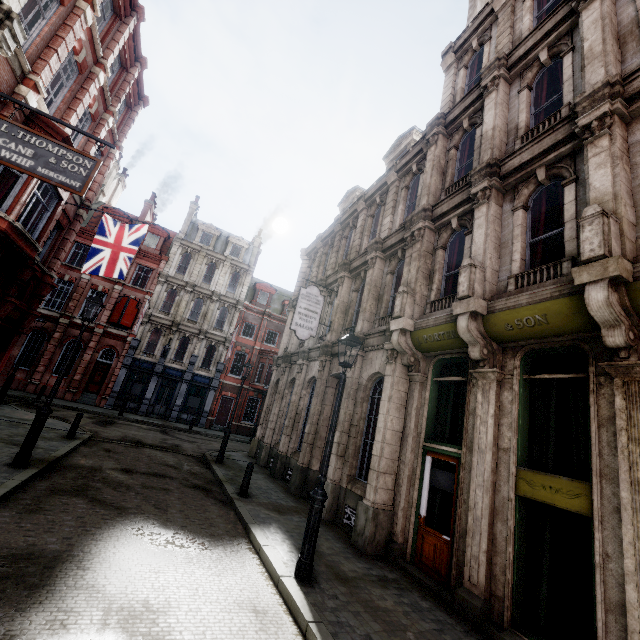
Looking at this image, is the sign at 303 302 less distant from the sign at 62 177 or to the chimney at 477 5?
the sign at 62 177

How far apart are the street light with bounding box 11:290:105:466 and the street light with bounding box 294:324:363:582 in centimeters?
715cm

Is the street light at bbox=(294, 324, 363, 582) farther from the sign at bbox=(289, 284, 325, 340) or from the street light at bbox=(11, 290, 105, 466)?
the street light at bbox=(11, 290, 105, 466)

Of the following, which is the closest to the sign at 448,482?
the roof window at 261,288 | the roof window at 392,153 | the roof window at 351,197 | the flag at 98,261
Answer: the roof window at 392,153

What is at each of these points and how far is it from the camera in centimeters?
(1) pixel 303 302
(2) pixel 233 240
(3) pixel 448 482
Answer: (1) sign, 1389cm
(2) roof window, 3462cm
(3) sign, 746cm

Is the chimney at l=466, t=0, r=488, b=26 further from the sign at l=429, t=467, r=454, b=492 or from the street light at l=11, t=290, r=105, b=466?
the street light at l=11, t=290, r=105, b=466

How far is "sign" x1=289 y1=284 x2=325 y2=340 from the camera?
13.56m

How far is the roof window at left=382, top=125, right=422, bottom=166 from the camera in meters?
15.4 m
